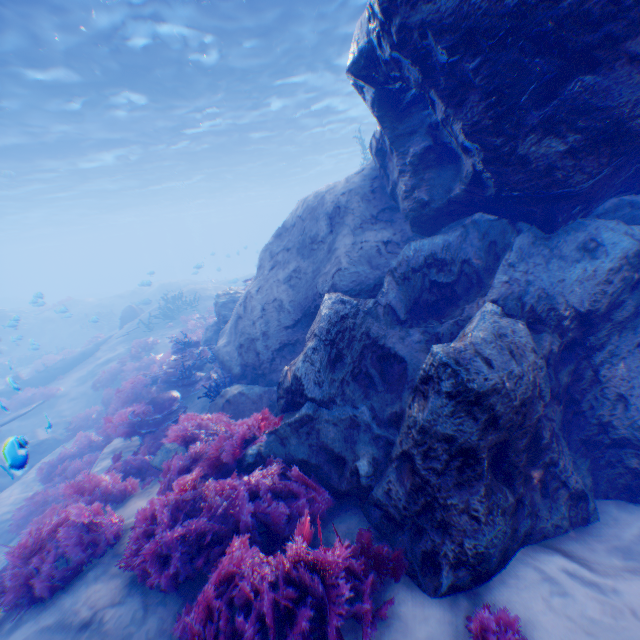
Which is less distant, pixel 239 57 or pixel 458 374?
pixel 458 374

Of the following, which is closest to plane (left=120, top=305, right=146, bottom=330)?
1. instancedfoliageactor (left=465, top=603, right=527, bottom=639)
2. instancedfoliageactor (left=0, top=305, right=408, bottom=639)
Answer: instancedfoliageactor (left=0, top=305, right=408, bottom=639)

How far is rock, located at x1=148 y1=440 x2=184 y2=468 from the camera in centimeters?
612cm

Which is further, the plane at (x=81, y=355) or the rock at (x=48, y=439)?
the plane at (x=81, y=355)

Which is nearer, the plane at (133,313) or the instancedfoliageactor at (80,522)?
the instancedfoliageactor at (80,522)

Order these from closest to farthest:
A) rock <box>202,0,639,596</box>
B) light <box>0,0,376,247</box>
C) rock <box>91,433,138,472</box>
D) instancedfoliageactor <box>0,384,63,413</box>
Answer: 1. rock <box>202,0,639,596</box>
2. rock <box>91,433,138,472</box>
3. light <box>0,0,376,247</box>
4. instancedfoliageactor <box>0,384,63,413</box>

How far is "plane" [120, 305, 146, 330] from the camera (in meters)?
20.14

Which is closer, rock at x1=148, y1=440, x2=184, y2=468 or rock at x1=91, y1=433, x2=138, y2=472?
rock at x1=148, y1=440, x2=184, y2=468
